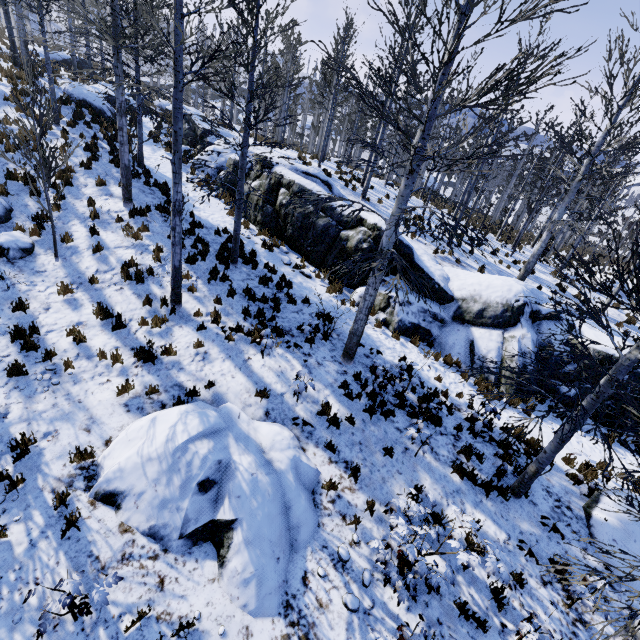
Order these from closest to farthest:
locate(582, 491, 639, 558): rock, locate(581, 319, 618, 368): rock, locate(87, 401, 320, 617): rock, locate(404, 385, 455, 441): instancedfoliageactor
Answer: locate(87, 401, 320, 617): rock → locate(582, 491, 639, 558): rock → locate(404, 385, 455, 441): instancedfoliageactor → locate(581, 319, 618, 368): rock

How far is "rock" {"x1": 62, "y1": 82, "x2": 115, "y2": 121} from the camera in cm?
1683

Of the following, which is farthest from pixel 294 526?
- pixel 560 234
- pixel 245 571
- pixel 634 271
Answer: pixel 560 234

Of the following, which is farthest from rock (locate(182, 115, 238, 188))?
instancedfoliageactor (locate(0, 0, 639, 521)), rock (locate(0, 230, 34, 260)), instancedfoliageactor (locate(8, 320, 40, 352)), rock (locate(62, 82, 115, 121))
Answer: rock (locate(0, 230, 34, 260))

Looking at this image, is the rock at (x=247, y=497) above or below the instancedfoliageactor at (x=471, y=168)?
below

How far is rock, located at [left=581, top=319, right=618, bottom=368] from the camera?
10.45m

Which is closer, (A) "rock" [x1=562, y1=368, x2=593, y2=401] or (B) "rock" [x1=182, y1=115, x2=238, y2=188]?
(A) "rock" [x1=562, y1=368, x2=593, y2=401]

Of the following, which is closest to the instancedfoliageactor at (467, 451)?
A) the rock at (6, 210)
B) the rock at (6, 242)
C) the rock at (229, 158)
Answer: the rock at (229, 158)
